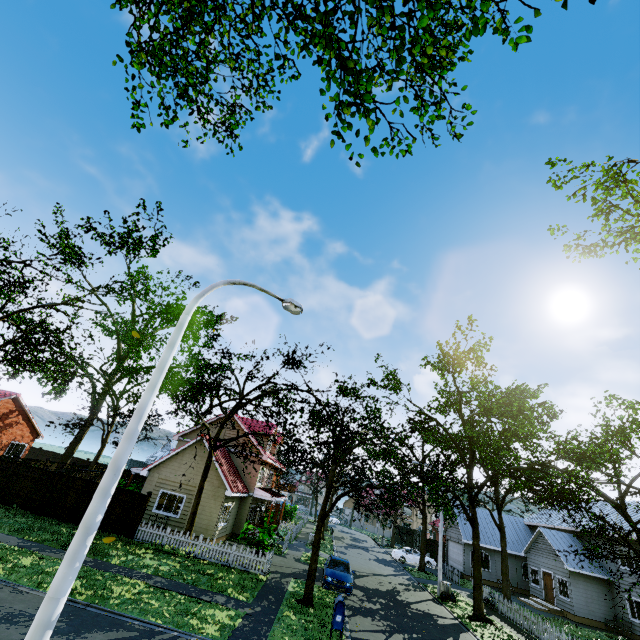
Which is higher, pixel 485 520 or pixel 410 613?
pixel 485 520

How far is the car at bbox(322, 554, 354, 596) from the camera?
17.77m

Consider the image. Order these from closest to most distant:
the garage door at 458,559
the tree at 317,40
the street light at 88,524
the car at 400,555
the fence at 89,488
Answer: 1. the street light at 88,524
2. the tree at 317,40
3. the fence at 89,488
4. the garage door at 458,559
5. the car at 400,555

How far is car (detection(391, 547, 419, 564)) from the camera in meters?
34.5 m

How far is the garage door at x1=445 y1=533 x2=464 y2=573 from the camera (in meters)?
33.00

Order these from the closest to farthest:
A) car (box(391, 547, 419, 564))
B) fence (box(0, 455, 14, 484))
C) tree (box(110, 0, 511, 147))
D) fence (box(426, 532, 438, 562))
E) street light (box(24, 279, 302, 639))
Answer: street light (box(24, 279, 302, 639)), tree (box(110, 0, 511, 147)), fence (box(0, 455, 14, 484)), car (box(391, 547, 419, 564)), fence (box(426, 532, 438, 562))

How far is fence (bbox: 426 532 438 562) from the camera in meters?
38.7

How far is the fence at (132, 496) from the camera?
18.53m
